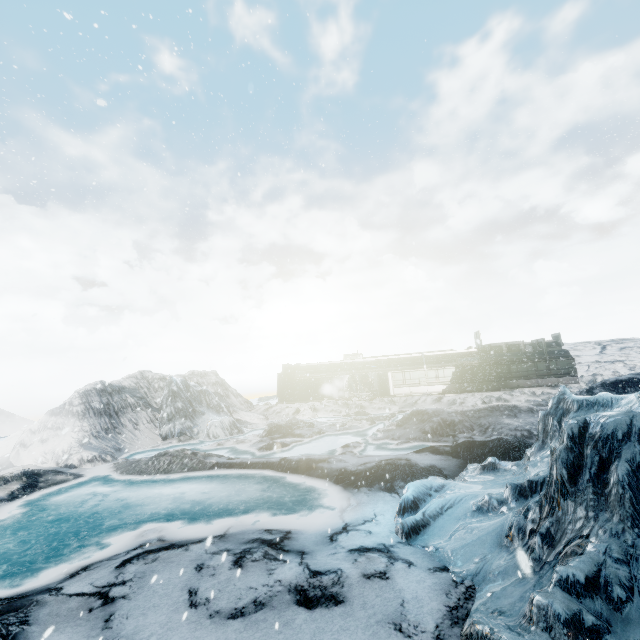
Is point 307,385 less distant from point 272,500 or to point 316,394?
point 316,394
